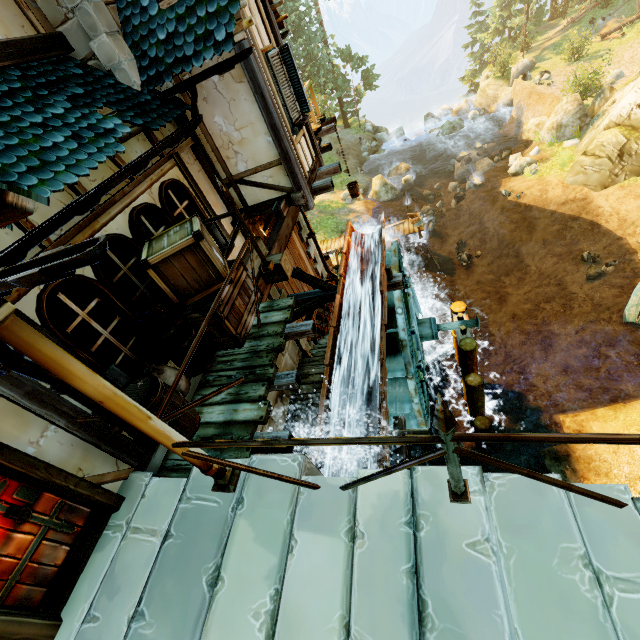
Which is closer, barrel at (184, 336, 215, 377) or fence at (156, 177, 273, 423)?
fence at (156, 177, 273, 423)

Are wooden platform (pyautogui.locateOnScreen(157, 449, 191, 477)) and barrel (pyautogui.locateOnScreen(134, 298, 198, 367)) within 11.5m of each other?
yes

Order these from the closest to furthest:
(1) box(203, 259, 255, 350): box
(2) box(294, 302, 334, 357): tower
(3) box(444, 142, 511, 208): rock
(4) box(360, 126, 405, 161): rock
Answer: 1. (1) box(203, 259, 255, 350): box
2. (2) box(294, 302, 334, 357): tower
3. (3) box(444, 142, 511, 208): rock
4. (4) box(360, 126, 405, 161): rock

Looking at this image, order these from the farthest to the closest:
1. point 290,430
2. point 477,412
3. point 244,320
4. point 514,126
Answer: point 514,126, point 477,412, point 290,430, point 244,320

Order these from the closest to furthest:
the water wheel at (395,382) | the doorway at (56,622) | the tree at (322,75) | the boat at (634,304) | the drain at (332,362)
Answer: the doorway at (56,622) → the drain at (332,362) → the water wheel at (395,382) → the boat at (634,304) → the tree at (322,75)

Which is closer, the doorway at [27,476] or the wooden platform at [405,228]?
the doorway at [27,476]

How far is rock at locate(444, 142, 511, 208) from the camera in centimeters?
2337cm

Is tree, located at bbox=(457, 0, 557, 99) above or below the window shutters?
below
